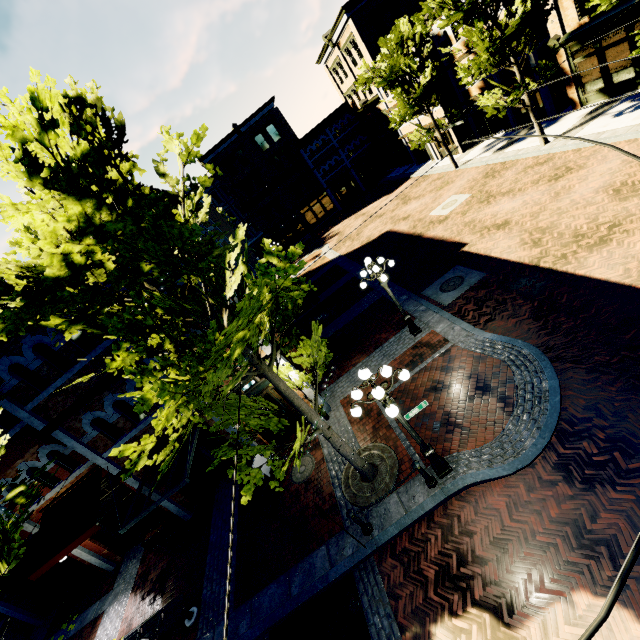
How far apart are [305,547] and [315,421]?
4.5 meters

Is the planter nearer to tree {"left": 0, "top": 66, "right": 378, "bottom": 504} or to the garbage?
tree {"left": 0, "top": 66, "right": 378, "bottom": 504}

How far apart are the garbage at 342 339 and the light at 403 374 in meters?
7.0 m

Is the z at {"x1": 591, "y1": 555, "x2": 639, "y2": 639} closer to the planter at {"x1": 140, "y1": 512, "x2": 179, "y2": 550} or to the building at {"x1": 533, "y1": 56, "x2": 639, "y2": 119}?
the building at {"x1": 533, "y1": 56, "x2": 639, "y2": 119}

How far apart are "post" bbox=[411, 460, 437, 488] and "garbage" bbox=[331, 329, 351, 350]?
7.41m

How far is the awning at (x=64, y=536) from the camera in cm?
953

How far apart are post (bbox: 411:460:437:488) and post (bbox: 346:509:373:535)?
1.41m

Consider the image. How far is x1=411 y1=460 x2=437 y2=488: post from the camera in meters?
7.4
